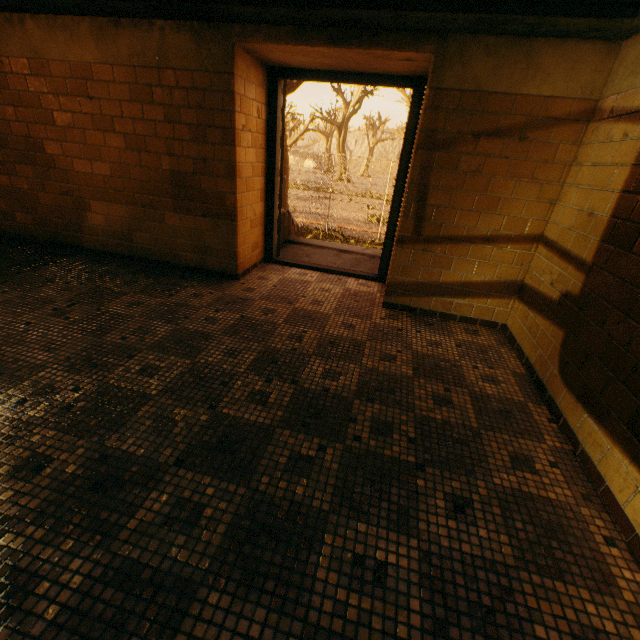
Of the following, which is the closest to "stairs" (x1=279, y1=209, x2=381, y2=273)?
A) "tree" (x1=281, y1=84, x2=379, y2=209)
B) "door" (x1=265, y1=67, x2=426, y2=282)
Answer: "door" (x1=265, y1=67, x2=426, y2=282)

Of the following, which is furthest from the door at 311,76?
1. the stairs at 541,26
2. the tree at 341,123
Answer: the tree at 341,123

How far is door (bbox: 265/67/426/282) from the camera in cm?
335

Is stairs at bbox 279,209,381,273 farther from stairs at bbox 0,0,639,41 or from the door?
stairs at bbox 0,0,639,41

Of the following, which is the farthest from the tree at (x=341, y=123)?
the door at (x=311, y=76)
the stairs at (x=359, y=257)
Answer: the door at (x=311, y=76)

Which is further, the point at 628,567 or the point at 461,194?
the point at 461,194

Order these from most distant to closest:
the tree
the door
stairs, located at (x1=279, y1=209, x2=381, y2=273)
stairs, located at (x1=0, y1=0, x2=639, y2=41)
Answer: the tree < stairs, located at (x1=279, y1=209, x2=381, y2=273) < the door < stairs, located at (x1=0, y1=0, x2=639, y2=41)

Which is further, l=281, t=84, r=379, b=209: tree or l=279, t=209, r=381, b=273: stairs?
l=281, t=84, r=379, b=209: tree
